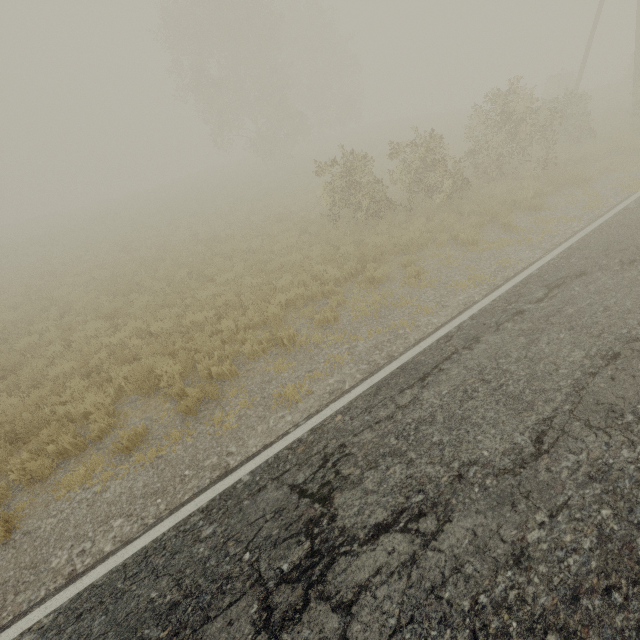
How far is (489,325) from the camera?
6.1m
